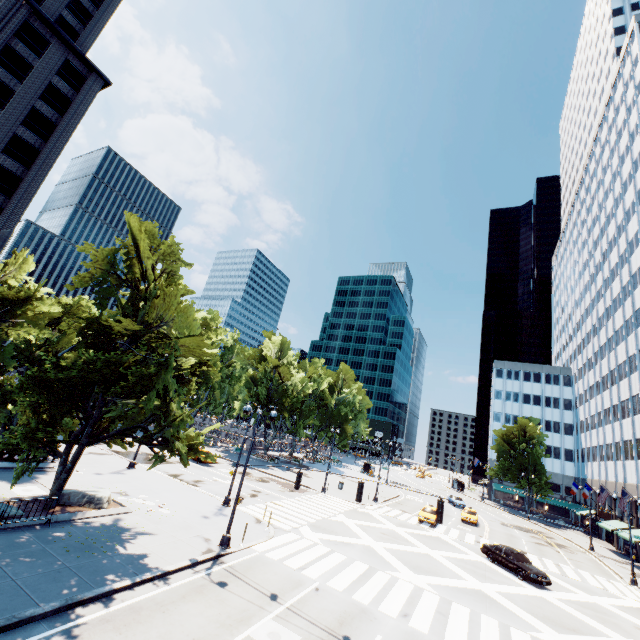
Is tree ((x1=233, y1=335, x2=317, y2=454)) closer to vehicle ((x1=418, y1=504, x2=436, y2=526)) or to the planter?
the planter

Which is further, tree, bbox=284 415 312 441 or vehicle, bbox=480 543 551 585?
tree, bbox=284 415 312 441

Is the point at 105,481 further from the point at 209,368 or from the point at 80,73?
the point at 80,73

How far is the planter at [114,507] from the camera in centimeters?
→ 1532cm

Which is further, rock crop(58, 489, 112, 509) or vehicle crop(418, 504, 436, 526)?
vehicle crop(418, 504, 436, 526)

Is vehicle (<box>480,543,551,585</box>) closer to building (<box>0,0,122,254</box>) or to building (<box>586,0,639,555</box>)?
building (<box>586,0,639,555</box>)

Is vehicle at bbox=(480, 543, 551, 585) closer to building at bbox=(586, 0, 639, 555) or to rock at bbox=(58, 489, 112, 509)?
building at bbox=(586, 0, 639, 555)

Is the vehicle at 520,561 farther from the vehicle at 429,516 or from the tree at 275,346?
the tree at 275,346
